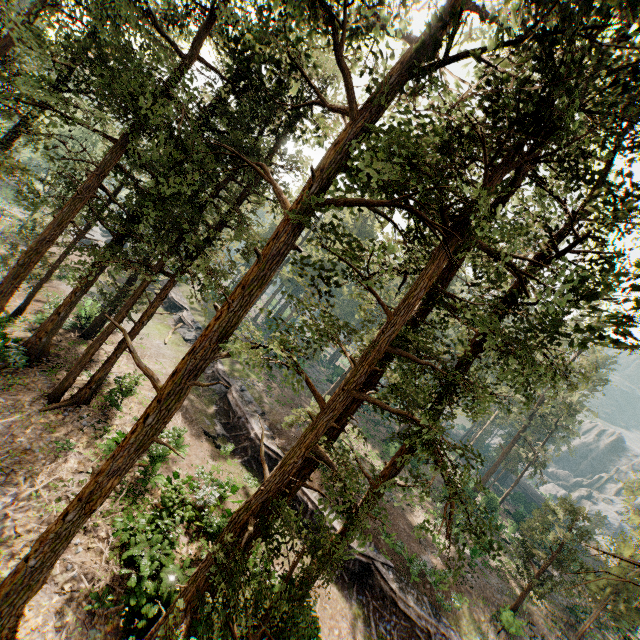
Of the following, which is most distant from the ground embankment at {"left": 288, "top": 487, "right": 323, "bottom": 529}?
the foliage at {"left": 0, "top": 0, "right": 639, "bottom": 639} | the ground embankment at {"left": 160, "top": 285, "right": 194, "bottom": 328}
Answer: the ground embankment at {"left": 160, "top": 285, "right": 194, "bottom": 328}

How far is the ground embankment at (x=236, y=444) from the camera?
23.5m

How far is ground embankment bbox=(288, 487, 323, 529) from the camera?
20.8 meters

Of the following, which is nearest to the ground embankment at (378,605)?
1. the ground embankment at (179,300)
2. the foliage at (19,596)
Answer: the foliage at (19,596)

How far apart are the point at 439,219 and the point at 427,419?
6.2 meters

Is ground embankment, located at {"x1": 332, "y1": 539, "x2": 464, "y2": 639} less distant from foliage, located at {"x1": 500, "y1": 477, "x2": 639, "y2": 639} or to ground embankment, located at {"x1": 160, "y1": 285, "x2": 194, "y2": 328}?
foliage, located at {"x1": 500, "y1": 477, "x2": 639, "y2": 639}

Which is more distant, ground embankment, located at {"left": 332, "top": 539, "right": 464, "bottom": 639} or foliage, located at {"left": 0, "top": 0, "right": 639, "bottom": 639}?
ground embankment, located at {"left": 332, "top": 539, "right": 464, "bottom": 639}
